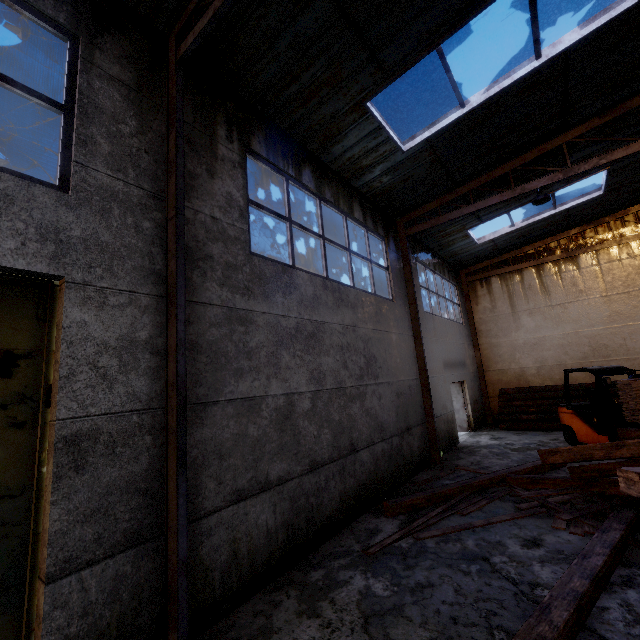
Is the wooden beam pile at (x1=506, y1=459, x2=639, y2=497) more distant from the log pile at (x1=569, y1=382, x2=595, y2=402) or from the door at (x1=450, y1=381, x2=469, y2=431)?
the door at (x1=450, y1=381, x2=469, y2=431)

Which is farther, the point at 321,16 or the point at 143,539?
the point at 321,16

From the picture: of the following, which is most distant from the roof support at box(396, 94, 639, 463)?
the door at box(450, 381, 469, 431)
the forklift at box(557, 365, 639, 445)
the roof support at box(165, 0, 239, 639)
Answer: the roof support at box(165, 0, 239, 639)

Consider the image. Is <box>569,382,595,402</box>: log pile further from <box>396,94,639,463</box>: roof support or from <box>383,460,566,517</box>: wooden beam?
<box>396,94,639,463</box>: roof support

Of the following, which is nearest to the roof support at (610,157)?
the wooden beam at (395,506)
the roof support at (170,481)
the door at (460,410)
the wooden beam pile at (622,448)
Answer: the wooden beam pile at (622,448)

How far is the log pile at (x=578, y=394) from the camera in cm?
1245

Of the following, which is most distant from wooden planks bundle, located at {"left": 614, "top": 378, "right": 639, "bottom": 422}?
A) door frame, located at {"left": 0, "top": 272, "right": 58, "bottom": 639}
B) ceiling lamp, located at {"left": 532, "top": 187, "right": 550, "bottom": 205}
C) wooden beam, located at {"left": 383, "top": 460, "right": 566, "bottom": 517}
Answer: door frame, located at {"left": 0, "top": 272, "right": 58, "bottom": 639}

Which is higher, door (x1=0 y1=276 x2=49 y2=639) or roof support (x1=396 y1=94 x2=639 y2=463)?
roof support (x1=396 y1=94 x2=639 y2=463)
